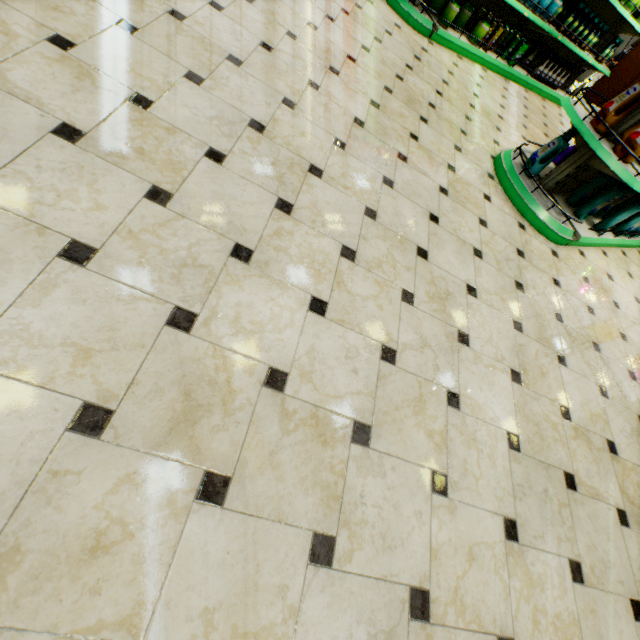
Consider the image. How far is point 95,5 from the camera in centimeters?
181cm

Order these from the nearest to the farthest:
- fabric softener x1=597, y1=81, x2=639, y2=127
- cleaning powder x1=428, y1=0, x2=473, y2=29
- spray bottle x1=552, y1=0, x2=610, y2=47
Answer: fabric softener x1=597, y1=81, x2=639, y2=127, cleaning powder x1=428, y1=0, x2=473, y2=29, spray bottle x1=552, y1=0, x2=610, y2=47

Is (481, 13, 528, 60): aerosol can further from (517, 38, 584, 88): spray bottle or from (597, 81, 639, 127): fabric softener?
(597, 81, 639, 127): fabric softener

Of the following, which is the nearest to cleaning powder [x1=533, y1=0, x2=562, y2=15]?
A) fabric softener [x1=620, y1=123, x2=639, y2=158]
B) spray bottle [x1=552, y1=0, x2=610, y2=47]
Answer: spray bottle [x1=552, y1=0, x2=610, y2=47]

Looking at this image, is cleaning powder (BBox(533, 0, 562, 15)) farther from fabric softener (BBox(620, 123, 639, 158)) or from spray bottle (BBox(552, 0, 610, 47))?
fabric softener (BBox(620, 123, 639, 158))

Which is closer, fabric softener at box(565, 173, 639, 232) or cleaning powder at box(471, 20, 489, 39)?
fabric softener at box(565, 173, 639, 232)

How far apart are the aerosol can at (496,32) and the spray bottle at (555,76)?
1.1m

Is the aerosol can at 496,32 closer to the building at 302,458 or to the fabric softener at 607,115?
the building at 302,458
